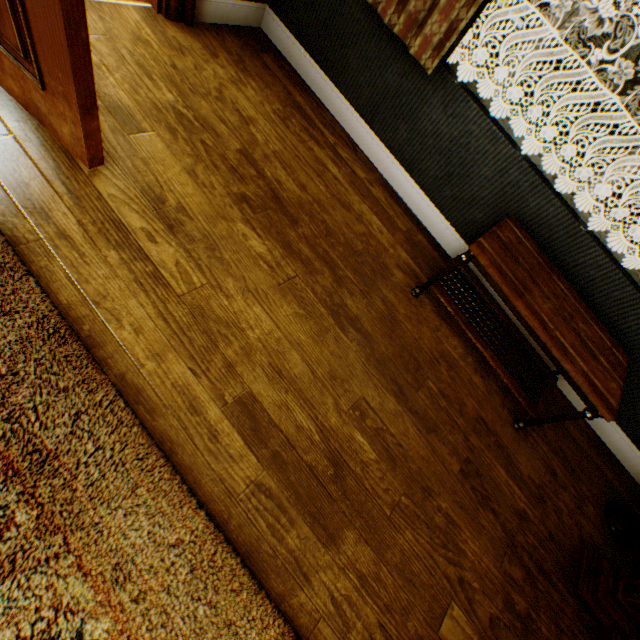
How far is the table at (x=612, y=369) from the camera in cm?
173

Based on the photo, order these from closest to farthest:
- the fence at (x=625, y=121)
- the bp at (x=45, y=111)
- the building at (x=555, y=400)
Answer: the bp at (x=45, y=111) < the building at (x=555, y=400) < the fence at (x=625, y=121)

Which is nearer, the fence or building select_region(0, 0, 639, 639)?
building select_region(0, 0, 639, 639)

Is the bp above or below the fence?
above

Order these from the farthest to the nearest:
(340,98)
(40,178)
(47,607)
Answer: (340,98), (40,178), (47,607)

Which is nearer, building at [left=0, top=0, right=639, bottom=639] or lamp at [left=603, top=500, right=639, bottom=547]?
building at [left=0, top=0, right=639, bottom=639]

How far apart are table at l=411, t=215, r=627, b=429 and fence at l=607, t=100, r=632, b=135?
14.2 meters

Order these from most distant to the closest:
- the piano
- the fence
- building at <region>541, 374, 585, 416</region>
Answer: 1. the fence
2. building at <region>541, 374, 585, 416</region>
3. the piano
